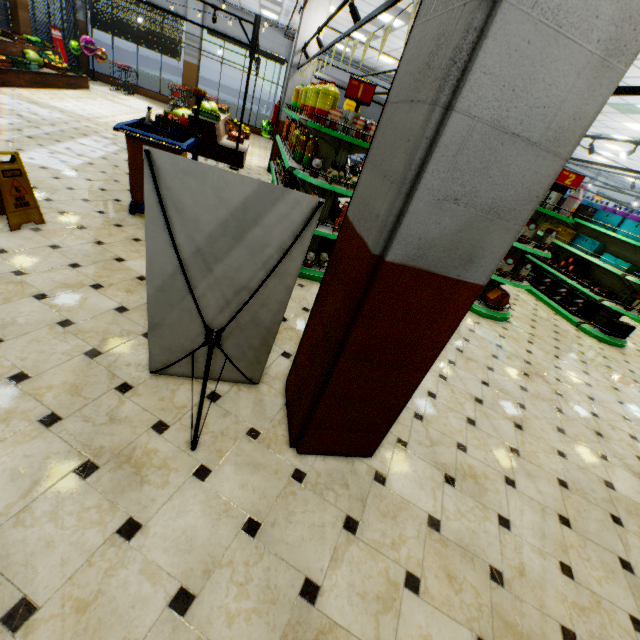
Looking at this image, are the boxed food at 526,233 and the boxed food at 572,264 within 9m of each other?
yes

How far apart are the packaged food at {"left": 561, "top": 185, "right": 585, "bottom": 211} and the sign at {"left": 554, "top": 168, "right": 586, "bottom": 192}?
0.1m

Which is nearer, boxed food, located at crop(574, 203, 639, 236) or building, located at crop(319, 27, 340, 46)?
boxed food, located at crop(574, 203, 639, 236)

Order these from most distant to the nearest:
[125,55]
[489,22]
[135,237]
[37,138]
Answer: [125,55]
[37,138]
[135,237]
[489,22]

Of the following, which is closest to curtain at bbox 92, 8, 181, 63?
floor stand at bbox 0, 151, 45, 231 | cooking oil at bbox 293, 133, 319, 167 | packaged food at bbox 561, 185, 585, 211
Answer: cooking oil at bbox 293, 133, 319, 167

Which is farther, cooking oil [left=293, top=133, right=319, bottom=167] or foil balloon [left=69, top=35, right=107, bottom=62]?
foil balloon [left=69, top=35, right=107, bottom=62]

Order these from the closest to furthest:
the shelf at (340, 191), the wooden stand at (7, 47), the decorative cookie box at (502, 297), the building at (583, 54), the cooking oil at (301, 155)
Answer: the building at (583, 54)
the shelf at (340, 191)
the cooking oil at (301, 155)
the decorative cookie box at (502, 297)
the wooden stand at (7, 47)

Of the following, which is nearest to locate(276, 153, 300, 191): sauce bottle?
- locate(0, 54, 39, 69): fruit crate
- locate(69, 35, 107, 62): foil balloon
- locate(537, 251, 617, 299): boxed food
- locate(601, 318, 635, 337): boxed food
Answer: locate(537, 251, 617, 299): boxed food
